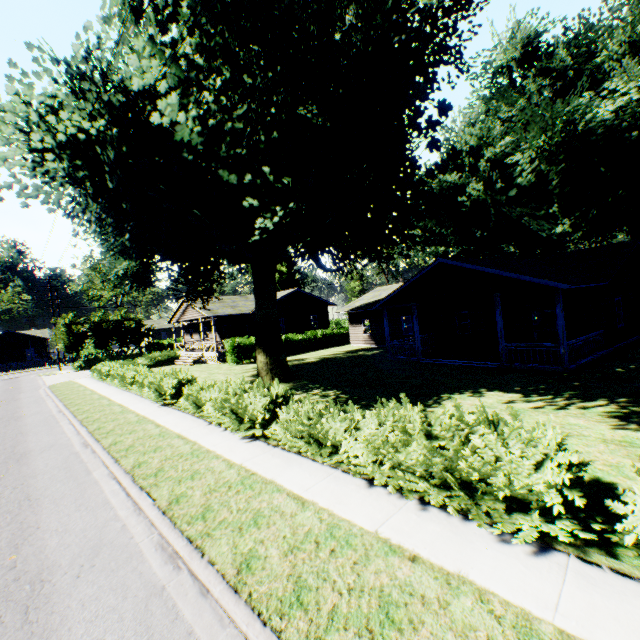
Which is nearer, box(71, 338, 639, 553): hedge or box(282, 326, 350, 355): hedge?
box(71, 338, 639, 553): hedge

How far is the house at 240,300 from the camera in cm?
3025

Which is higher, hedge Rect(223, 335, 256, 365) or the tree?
the tree

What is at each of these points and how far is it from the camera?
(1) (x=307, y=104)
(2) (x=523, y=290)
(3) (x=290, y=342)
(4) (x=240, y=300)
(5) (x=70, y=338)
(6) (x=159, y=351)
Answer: (1) plant, 9.73m
(2) house, 15.60m
(3) hedge, 30.95m
(4) house, 35.16m
(5) tree, 38.31m
(6) hedge, 45.12m

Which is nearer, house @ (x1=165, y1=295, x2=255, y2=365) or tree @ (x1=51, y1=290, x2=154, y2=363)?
house @ (x1=165, y1=295, x2=255, y2=365)

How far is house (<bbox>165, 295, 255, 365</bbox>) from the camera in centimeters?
3025cm

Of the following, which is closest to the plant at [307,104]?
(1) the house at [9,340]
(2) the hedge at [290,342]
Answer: (2) the hedge at [290,342]
